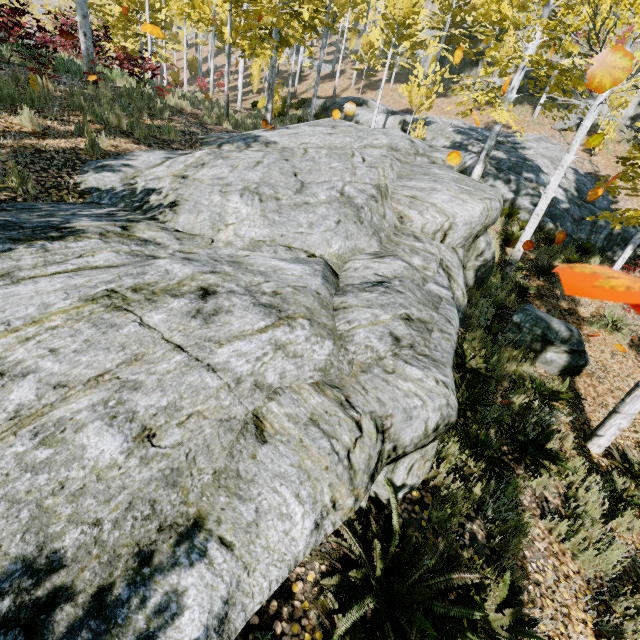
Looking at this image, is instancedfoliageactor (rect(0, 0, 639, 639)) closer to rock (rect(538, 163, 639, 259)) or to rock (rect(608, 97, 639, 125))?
rock (rect(538, 163, 639, 259))

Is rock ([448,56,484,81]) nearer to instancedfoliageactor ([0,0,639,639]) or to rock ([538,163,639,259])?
instancedfoliageactor ([0,0,639,639])

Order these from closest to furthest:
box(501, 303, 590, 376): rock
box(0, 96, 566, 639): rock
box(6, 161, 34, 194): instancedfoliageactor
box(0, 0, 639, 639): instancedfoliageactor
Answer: box(0, 96, 566, 639): rock < box(0, 0, 639, 639): instancedfoliageactor < box(6, 161, 34, 194): instancedfoliageactor < box(501, 303, 590, 376): rock

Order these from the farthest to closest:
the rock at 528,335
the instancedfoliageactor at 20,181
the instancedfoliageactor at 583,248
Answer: the instancedfoliageactor at 583,248 → the rock at 528,335 → the instancedfoliageactor at 20,181

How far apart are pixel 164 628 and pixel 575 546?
4.52m

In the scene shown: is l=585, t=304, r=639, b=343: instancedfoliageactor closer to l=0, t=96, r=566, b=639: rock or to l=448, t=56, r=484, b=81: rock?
l=0, t=96, r=566, b=639: rock

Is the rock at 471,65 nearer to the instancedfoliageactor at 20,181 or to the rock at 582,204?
the instancedfoliageactor at 20,181
